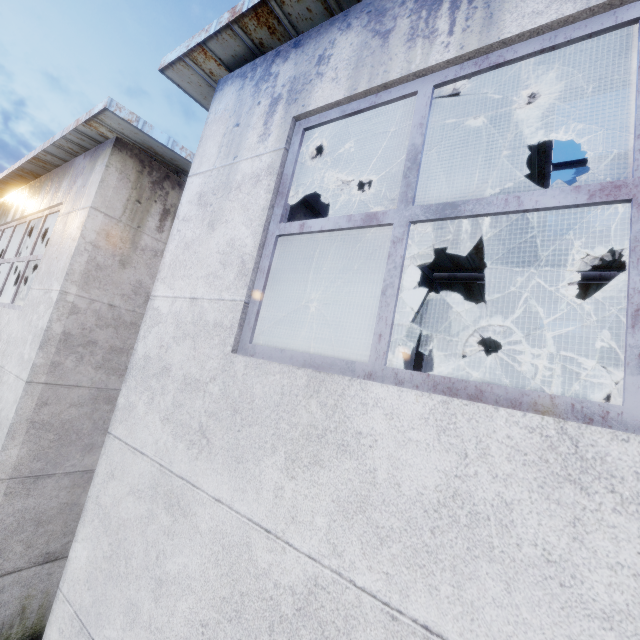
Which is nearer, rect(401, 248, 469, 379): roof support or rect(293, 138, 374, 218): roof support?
rect(293, 138, 374, 218): roof support

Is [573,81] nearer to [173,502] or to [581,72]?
[581,72]

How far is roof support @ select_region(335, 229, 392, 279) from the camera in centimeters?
579cm

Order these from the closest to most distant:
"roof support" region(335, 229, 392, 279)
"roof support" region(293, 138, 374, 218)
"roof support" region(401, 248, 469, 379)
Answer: "roof support" region(293, 138, 374, 218) → "roof support" region(335, 229, 392, 279) → "roof support" region(401, 248, 469, 379)

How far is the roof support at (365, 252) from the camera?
5.8 meters
